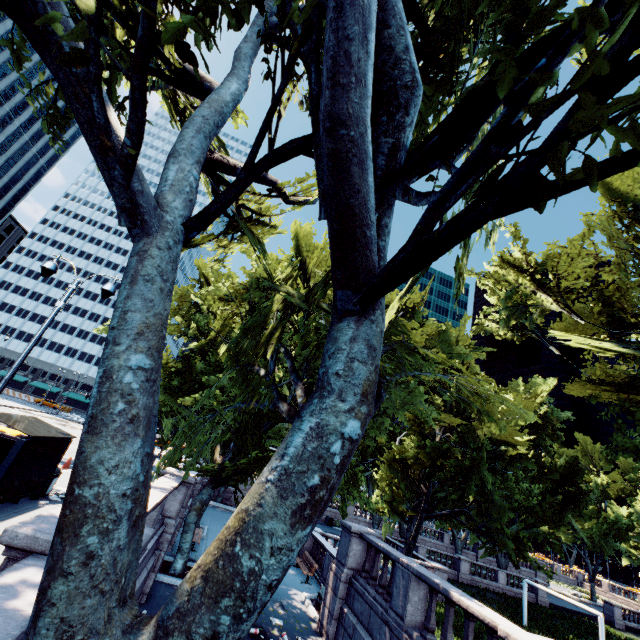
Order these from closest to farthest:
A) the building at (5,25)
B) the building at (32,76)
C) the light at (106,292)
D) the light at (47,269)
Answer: the light at (106,292)
the light at (47,269)
the building at (5,25)
the building at (32,76)

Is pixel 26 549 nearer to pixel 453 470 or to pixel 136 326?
pixel 136 326

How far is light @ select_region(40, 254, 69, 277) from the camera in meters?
10.1

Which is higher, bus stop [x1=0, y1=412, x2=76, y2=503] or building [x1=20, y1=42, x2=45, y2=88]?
building [x1=20, y1=42, x2=45, y2=88]

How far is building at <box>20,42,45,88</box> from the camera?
56.1m

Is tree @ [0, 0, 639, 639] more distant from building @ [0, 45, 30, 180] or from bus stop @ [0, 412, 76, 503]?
building @ [0, 45, 30, 180]

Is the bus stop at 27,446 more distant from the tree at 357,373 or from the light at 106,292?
the tree at 357,373
